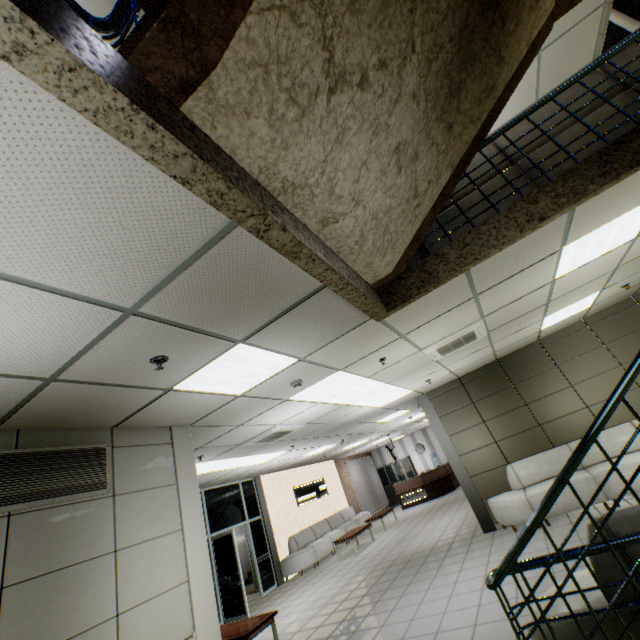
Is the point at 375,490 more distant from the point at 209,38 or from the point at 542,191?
the point at 209,38

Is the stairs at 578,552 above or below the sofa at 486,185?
below

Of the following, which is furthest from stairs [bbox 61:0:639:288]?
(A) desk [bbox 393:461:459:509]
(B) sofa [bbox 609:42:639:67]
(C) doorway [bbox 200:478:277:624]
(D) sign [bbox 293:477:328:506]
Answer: (A) desk [bbox 393:461:459:509]

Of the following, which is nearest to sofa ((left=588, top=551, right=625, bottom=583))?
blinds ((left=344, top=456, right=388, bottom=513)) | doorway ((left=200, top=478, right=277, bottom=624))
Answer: doorway ((left=200, top=478, right=277, bottom=624))

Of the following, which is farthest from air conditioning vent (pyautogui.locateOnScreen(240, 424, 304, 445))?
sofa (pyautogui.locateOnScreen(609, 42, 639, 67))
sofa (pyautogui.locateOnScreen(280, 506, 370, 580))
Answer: sofa (pyautogui.locateOnScreen(280, 506, 370, 580))

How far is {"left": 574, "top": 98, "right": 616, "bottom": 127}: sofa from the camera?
3.0 meters

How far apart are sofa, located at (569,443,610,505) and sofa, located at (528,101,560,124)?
5.04m

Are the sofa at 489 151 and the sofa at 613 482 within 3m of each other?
no
